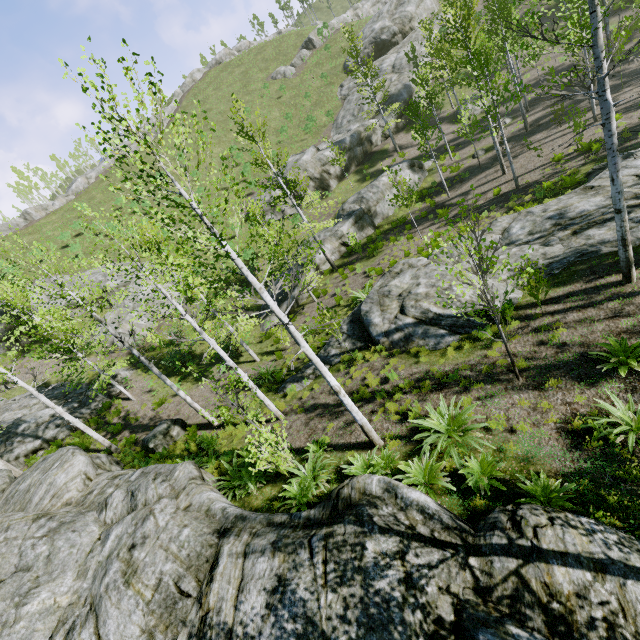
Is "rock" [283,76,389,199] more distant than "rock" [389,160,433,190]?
Yes

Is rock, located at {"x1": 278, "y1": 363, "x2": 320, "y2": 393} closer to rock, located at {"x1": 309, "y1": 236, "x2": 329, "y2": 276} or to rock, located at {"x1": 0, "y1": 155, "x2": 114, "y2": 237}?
rock, located at {"x1": 309, "y1": 236, "x2": 329, "y2": 276}

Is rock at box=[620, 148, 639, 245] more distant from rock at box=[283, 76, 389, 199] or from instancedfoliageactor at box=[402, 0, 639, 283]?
rock at box=[283, 76, 389, 199]

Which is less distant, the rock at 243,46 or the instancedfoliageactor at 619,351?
the instancedfoliageactor at 619,351

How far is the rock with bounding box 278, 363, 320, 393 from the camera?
13.41m

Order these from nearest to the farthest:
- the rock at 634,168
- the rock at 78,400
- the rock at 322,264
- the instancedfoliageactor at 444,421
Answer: the instancedfoliageactor at 444,421 < the rock at 634,168 < the rock at 78,400 < the rock at 322,264

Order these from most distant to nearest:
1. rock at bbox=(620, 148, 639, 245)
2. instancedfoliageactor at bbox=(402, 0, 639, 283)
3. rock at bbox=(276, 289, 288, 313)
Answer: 1. rock at bbox=(276, 289, 288, 313)
2. rock at bbox=(620, 148, 639, 245)
3. instancedfoliageactor at bbox=(402, 0, 639, 283)

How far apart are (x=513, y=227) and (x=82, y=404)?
25.1m
